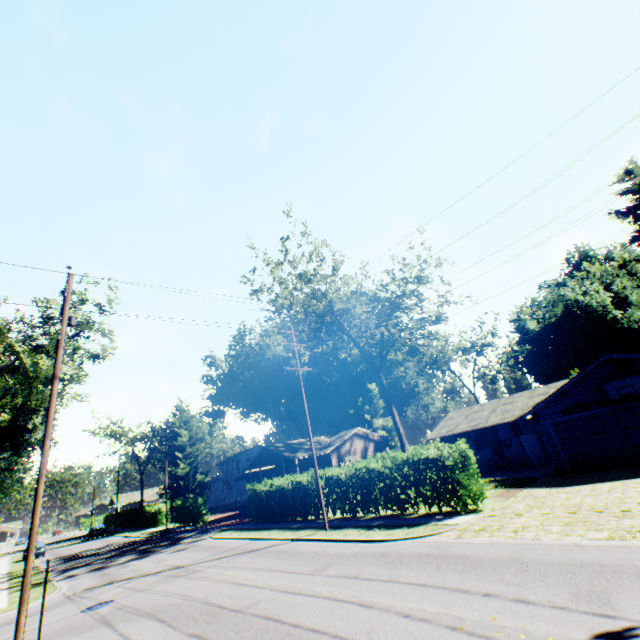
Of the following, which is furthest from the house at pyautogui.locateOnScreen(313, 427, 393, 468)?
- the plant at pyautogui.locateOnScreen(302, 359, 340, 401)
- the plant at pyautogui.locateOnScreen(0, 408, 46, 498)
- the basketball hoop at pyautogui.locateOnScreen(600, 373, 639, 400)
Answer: the basketball hoop at pyautogui.locateOnScreen(600, 373, 639, 400)

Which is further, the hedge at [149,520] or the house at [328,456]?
the hedge at [149,520]

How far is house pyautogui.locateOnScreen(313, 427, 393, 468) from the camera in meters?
37.5 m

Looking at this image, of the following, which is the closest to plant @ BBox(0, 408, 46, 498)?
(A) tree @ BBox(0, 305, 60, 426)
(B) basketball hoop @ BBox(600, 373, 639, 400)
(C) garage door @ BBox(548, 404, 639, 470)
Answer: (A) tree @ BBox(0, 305, 60, 426)

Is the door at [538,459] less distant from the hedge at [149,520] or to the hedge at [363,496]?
the hedge at [363,496]

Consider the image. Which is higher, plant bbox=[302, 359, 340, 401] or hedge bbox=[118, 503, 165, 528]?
plant bbox=[302, 359, 340, 401]

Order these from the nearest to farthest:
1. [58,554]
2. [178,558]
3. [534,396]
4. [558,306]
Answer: [178,558] < [534,396] < [58,554] < [558,306]

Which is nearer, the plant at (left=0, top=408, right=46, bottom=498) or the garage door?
the garage door
